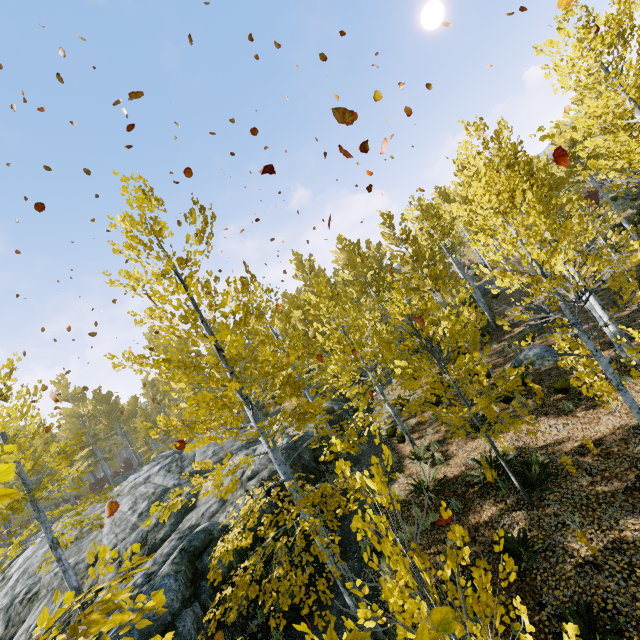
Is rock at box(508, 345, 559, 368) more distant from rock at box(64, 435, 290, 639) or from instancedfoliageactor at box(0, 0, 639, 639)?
rock at box(64, 435, 290, 639)

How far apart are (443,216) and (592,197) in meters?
16.0

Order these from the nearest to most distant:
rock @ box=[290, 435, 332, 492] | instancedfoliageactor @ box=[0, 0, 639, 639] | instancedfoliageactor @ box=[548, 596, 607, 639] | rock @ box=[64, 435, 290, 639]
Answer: instancedfoliageactor @ box=[548, 596, 607, 639], instancedfoliageactor @ box=[0, 0, 639, 639], rock @ box=[64, 435, 290, 639], rock @ box=[290, 435, 332, 492]

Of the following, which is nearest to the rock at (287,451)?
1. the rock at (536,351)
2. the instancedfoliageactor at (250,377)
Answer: the instancedfoliageactor at (250,377)

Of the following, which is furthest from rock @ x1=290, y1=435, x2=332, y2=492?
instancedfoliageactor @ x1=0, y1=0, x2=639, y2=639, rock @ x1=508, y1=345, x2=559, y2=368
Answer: rock @ x1=508, y1=345, x2=559, y2=368

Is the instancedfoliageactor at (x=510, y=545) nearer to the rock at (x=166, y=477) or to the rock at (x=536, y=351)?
the rock at (x=166, y=477)

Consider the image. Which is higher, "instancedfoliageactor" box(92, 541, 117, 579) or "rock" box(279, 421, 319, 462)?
"instancedfoliageactor" box(92, 541, 117, 579)

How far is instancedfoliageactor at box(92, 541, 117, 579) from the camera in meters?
2.1
